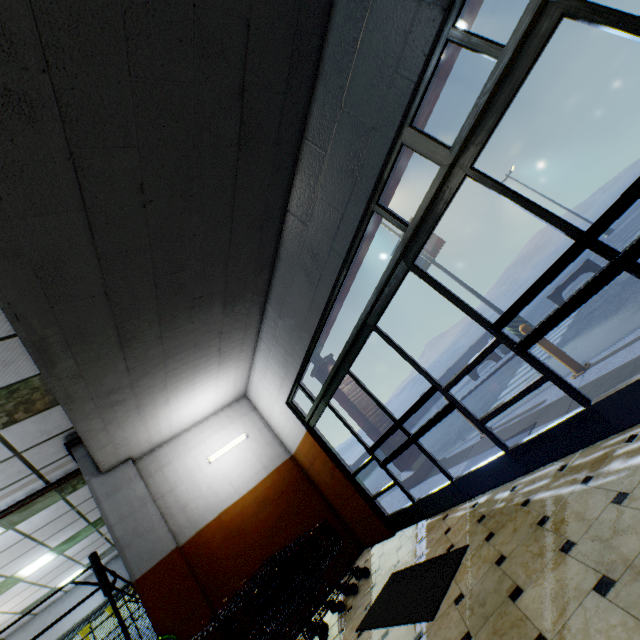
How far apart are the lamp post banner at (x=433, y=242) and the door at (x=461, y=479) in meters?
11.5 m

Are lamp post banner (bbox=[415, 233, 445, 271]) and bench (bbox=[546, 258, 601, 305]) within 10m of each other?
yes

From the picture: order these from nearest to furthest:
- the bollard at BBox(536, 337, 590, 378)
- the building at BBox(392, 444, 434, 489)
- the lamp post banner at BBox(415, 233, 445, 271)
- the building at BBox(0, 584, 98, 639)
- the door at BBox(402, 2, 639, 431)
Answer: the door at BBox(402, 2, 639, 431), the bollard at BBox(536, 337, 590, 378), the building at BBox(392, 444, 434, 489), the building at BBox(0, 584, 98, 639), the lamp post banner at BBox(415, 233, 445, 271)

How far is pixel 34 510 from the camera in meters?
6.8

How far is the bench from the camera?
10.9 meters

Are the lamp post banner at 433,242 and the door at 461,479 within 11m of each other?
no

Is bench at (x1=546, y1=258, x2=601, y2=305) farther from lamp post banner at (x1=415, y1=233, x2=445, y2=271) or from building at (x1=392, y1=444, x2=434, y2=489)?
building at (x1=392, y1=444, x2=434, y2=489)

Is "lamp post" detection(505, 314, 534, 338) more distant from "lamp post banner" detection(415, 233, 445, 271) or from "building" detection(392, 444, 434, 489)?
"building" detection(392, 444, 434, 489)
